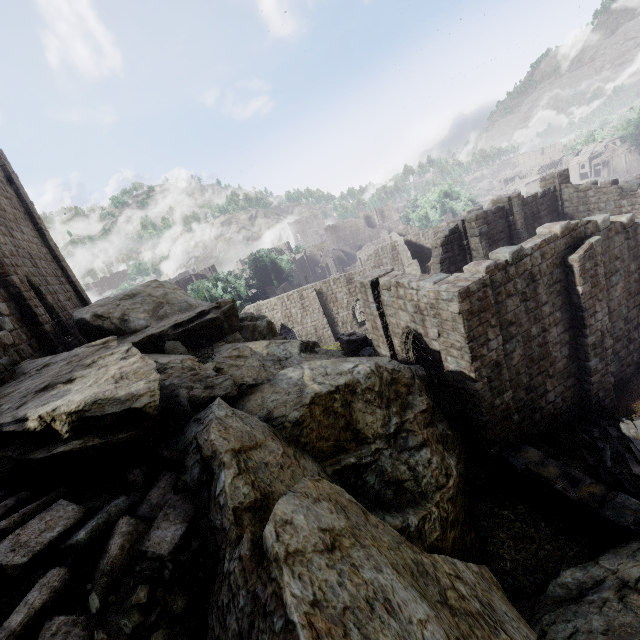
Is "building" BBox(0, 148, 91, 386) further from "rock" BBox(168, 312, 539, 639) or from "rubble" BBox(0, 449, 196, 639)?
"rock" BBox(168, 312, 539, 639)

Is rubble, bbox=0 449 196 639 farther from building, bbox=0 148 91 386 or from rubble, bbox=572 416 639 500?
rubble, bbox=572 416 639 500

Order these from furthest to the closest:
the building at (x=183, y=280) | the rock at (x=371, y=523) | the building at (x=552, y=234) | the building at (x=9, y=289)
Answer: the building at (x=183, y=280) → the building at (x=9, y=289) → the building at (x=552, y=234) → the rock at (x=371, y=523)

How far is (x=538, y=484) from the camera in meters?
9.7 m

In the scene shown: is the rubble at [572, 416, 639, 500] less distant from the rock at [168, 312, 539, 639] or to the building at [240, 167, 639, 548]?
the building at [240, 167, 639, 548]

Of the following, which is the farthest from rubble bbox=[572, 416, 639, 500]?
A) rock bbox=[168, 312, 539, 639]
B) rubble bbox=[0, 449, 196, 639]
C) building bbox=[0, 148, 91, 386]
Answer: rubble bbox=[0, 449, 196, 639]

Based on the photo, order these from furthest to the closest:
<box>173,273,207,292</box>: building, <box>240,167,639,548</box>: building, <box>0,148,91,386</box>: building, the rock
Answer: <box>173,273,207,292</box>: building < <box>0,148,91,386</box>: building < <box>240,167,639,548</box>: building < the rock

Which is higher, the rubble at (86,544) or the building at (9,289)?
the building at (9,289)
